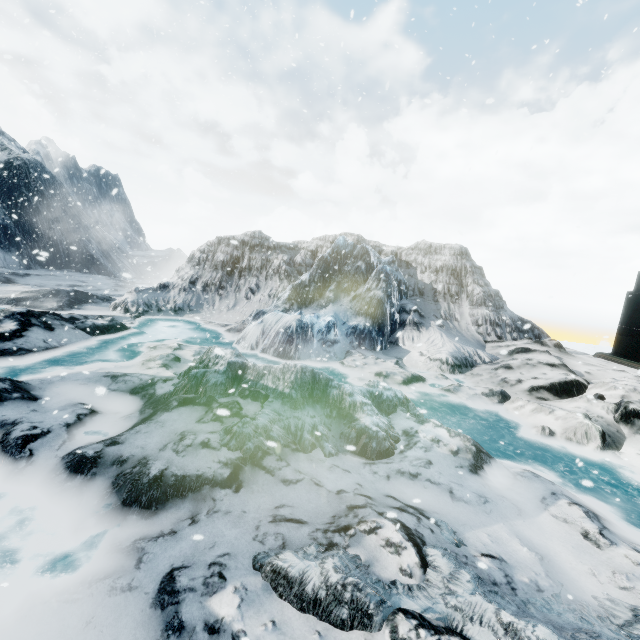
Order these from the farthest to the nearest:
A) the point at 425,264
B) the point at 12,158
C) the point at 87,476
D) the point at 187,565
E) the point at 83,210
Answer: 1. the point at 83,210
2. the point at 12,158
3. the point at 425,264
4. the point at 87,476
5. the point at 187,565
